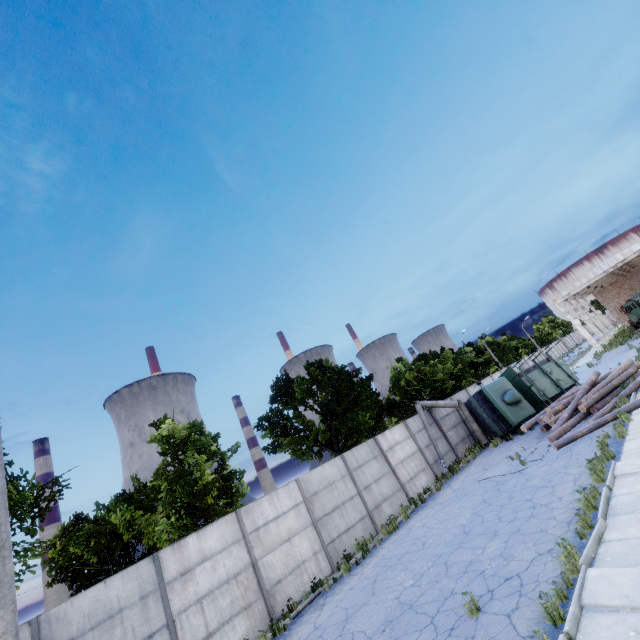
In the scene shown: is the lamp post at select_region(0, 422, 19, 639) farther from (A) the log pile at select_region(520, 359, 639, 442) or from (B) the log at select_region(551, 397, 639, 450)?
(A) the log pile at select_region(520, 359, 639, 442)

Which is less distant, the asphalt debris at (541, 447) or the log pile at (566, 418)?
the asphalt debris at (541, 447)

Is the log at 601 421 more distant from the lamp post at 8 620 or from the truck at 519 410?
the lamp post at 8 620

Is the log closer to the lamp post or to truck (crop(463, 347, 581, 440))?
truck (crop(463, 347, 581, 440))

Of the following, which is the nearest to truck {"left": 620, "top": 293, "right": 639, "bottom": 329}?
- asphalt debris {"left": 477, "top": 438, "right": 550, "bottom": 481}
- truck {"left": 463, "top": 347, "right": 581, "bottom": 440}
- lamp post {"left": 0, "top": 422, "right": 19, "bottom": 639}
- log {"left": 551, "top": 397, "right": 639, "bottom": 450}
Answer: truck {"left": 463, "top": 347, "right": 581, "bottom": 440}

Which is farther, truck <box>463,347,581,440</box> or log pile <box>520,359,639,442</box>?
truck <box>463,347,581,440</box>

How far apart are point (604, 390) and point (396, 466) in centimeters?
1114cm

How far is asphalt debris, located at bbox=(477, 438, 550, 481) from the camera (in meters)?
13.30
